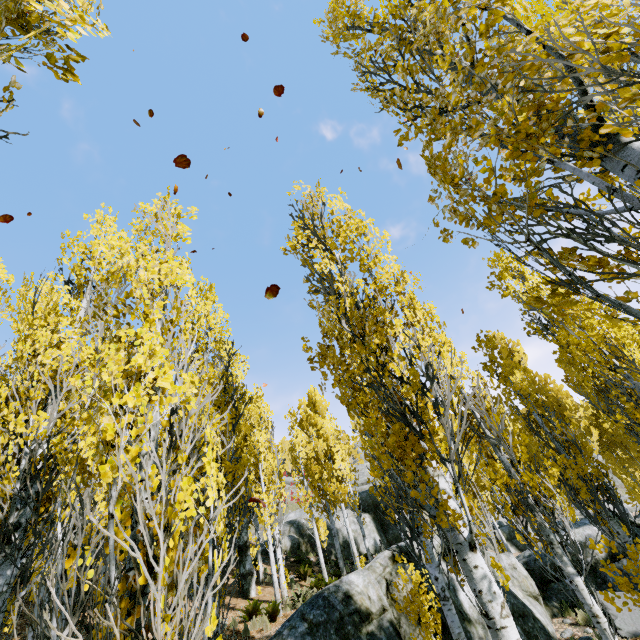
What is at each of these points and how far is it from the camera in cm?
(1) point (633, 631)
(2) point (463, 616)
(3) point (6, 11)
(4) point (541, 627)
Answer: (1) rock, 782
(2) rock, 790
(3) instancedfoliageactor, 145
(4) rock, 845

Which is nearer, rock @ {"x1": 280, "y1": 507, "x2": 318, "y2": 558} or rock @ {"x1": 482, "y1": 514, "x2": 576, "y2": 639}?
rock @ {"x1": 482, "y1": 514, "x2": 576, "y2": 639}

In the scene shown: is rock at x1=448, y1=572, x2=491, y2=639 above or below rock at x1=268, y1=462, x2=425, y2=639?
below

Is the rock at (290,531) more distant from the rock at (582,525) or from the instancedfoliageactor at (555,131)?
the rock at (582,525)

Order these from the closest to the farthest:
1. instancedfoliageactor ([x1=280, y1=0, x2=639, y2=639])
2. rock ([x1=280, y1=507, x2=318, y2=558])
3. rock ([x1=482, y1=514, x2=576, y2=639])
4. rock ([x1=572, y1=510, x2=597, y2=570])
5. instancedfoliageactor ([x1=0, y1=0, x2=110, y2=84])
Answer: instancedfoliageactor ([x1=0, y1=0, x2=110, y2=84]) → instancedfoliageactor ([x1=280, y1=0, x2=639, y2=639]) → rock ([x1=482, y1=514, x2=576, y2=639]) → rock ([x1=572, y1=510, x2=597, y2=570]) → rock ([x1=280, y1=507, x2=318, y2=558])

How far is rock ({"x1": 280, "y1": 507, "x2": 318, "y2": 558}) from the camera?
22.0m

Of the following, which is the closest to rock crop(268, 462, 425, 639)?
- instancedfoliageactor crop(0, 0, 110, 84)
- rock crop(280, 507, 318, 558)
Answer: instancedfoliageactor crop(0, 0, 110, 84)
